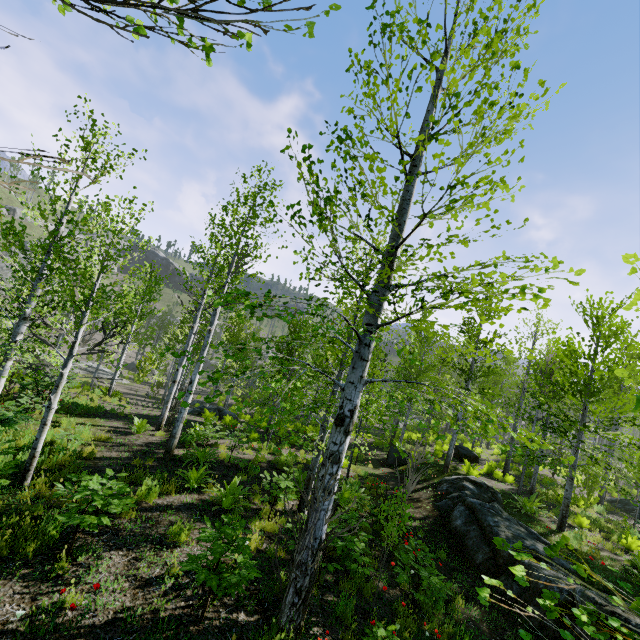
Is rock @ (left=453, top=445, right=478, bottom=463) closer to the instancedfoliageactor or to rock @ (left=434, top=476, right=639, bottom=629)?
the instancedfoliageactor

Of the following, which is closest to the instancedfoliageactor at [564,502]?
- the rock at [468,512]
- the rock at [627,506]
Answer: the rock at [468,512]

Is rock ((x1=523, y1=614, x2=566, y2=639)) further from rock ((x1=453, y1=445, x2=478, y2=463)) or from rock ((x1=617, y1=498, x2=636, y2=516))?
rock ((x1=617, y1=498, x2=636, y2=516))

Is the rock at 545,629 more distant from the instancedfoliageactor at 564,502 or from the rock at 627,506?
the rock at 627,506

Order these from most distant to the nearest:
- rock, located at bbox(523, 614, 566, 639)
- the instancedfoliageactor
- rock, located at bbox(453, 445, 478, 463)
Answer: rock, located at bbox(453, 445, 478, 463)
rock, located at bbox(523, 614, 566, 639)
the instancedfoliageactor

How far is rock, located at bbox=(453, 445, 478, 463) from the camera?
19.5 meters

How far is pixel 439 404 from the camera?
16.05m

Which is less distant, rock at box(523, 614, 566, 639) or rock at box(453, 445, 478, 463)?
rock at box(523, 614, 566, 639)
